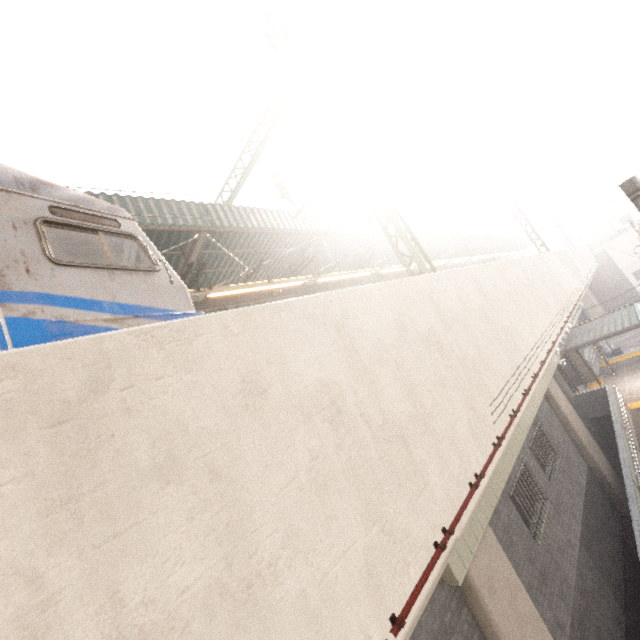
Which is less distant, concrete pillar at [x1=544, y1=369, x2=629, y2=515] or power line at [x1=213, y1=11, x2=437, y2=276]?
power line at [x1=213, y1=11, x2=437, y2=276]

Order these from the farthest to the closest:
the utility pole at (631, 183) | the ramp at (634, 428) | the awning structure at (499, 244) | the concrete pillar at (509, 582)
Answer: the awning structure at (499, 244), the ramp at (634, 428), the concrete pillar at (509, 582), the utility pole at (631, 183)

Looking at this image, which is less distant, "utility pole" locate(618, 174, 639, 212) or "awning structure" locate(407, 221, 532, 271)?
"utility pole" locate(618, 174, 639, 212)

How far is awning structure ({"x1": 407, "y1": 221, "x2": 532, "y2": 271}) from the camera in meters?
19.9

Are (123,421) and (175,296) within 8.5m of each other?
yes

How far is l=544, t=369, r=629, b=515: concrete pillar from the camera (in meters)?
11.93

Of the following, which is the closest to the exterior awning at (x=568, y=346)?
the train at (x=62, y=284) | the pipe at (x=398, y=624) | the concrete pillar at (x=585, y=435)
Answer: the concrete pillar at (x=585, y=435)
